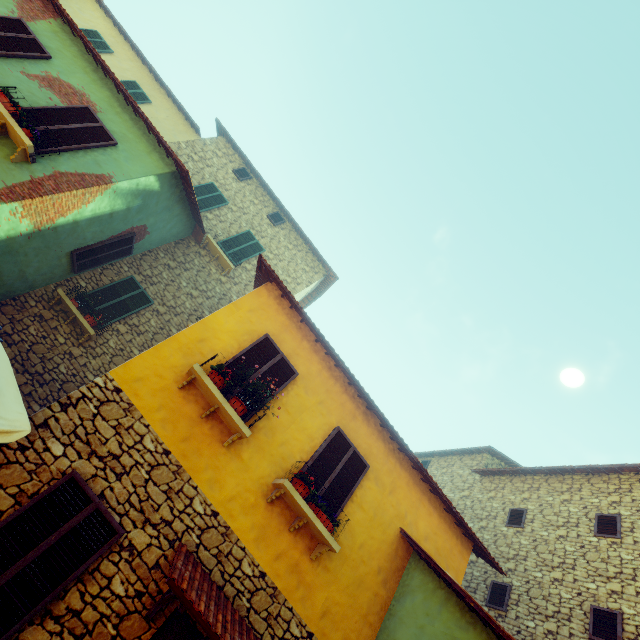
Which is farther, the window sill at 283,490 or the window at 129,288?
the window at 129,288

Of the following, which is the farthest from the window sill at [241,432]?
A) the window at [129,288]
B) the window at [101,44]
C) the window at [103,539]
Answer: the window at [101,44]

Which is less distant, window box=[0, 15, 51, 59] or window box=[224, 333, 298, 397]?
window box=[224, 333, 298, 397]

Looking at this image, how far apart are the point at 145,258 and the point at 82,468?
7.77m

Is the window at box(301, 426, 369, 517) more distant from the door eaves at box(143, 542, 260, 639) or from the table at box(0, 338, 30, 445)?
the table at box(0, 338, 30, 445)

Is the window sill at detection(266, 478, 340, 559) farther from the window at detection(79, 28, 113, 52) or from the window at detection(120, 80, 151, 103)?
the window at detection(79, 28, 113, 52)

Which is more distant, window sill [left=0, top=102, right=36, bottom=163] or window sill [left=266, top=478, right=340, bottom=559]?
window sill [left=0, top=102, right=36, bottom=163]

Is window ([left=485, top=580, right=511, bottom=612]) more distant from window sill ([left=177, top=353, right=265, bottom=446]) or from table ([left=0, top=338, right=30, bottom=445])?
table ([left=0, top=338, right=30, bottom=445])
